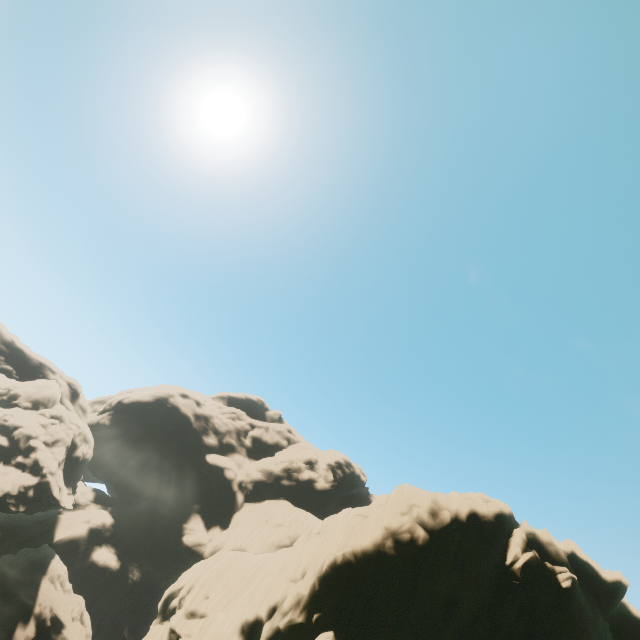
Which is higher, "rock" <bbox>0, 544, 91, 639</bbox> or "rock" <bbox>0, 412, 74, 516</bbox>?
"rock" <bbox>0, 412, 74, 516</bbox>

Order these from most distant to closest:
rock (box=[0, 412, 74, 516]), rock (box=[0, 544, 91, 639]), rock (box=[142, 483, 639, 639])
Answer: rock (box=[0, 412, 74, 516]), rock (box=[0, 544, 91, 639]), rock (box=[142, 483, 639, 639])

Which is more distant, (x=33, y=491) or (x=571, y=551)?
(x=33, y=491)

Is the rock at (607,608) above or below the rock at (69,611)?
above

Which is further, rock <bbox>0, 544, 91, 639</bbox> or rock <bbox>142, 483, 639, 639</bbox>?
rock <bbox>0, 544, 91, 639</bbox>

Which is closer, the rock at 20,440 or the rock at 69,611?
the rock at 69,611
